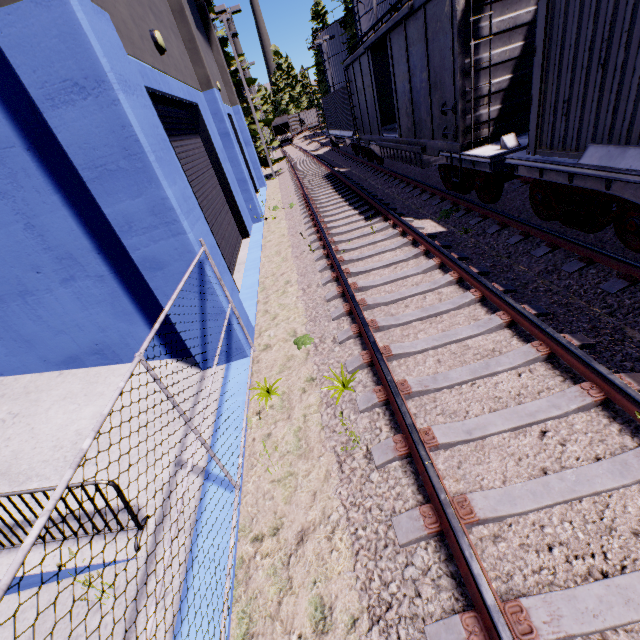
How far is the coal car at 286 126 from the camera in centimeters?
5094cm

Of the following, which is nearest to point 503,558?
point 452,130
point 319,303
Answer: point 319,303

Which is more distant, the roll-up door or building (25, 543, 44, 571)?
the roll-up door

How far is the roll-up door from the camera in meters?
7.9

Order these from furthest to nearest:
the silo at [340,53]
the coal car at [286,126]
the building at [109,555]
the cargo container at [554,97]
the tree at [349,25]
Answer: the coal car at [286,126]
the silo at [340,53]
the tree at [349,25]
the cargo container at [554,97]
the building at [109,555]

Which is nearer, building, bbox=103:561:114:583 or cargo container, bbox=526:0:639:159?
building, bbox=103:561:114:583

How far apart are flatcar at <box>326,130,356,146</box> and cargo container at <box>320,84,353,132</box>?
0.0 meters

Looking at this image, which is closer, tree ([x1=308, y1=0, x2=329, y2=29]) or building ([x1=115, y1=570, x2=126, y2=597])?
building ([x1=115, y1=570, x2=126, y2=597])
